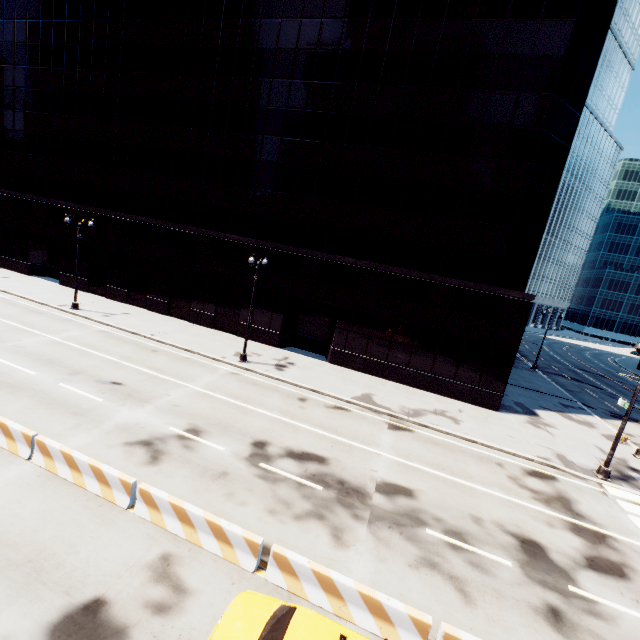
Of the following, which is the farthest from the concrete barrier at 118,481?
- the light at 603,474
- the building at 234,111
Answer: the light at 603,474

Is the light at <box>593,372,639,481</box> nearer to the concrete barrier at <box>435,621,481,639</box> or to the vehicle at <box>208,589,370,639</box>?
the concrete barrier at <box>435,621,481,639</box>

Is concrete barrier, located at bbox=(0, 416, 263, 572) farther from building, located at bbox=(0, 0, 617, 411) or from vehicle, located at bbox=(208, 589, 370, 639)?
building, located at bbox=(0, 0, 617, 411)

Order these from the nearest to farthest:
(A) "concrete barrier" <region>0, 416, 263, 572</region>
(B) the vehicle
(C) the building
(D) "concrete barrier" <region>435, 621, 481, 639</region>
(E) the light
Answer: (B) the vehicle
(D) "concrete barrier" <region>435, 621, 481, 639</region>
(A) "concrete barrier" <region>0, 416, 263, 572</region>
(E) the light
(C) the building

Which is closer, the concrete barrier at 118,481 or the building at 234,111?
the concrete barrier at 118,481

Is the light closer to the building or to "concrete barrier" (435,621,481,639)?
the building

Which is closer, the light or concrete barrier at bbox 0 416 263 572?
concrete barrier at bbox 0 416 263 572

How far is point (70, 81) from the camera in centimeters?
2997cm
